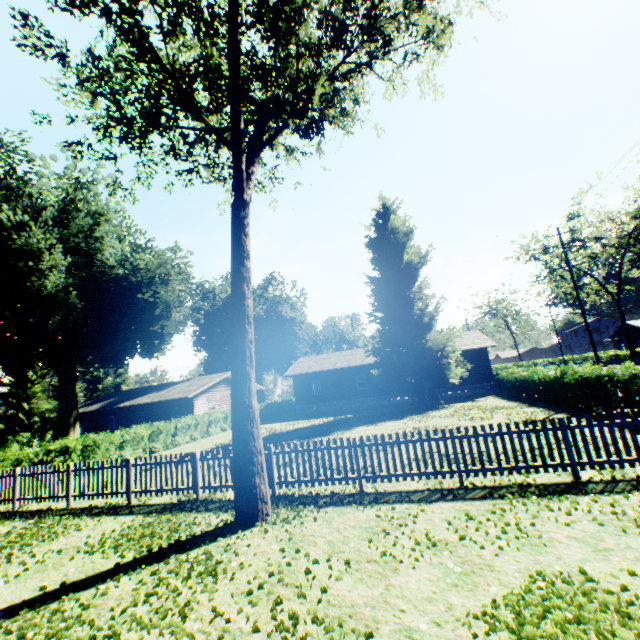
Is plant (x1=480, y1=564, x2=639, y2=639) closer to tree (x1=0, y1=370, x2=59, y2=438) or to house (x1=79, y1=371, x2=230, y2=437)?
tree (x1=0, y1=370, x2=59, y2=438)

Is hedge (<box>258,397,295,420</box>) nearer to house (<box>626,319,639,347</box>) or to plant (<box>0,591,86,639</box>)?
plant (<box>0,591,86,639</box>)

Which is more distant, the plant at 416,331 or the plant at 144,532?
the plant at 416,331

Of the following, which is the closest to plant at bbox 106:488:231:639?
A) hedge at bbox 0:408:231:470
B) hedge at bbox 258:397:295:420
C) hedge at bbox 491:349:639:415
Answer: hedge at bbox 0:408:231:470

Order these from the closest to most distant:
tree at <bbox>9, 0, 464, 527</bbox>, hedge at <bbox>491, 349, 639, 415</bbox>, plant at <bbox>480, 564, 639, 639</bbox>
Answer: plant at <bbox>480, 564, 639, 639</bbox> → tree at <bbox>9, 0, 464, 527</bbox> → hedge at <bbox>491, 349, 639, 415</bbox>

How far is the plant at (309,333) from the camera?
49.6m

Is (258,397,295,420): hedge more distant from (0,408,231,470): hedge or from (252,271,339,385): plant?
(252,271,339,385): plant

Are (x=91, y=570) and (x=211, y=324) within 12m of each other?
no
